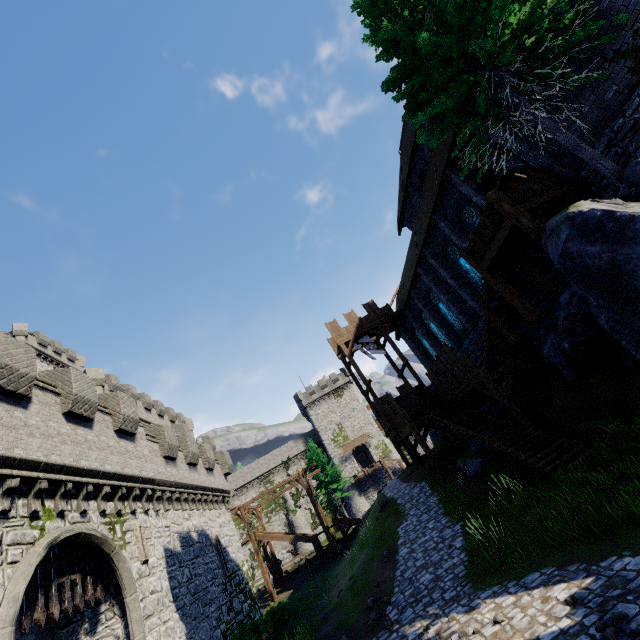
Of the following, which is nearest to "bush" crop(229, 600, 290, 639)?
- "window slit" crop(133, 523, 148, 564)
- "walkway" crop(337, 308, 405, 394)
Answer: "window slit" crop(133, 523, 148, 564)

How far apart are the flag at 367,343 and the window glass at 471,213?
12.59m

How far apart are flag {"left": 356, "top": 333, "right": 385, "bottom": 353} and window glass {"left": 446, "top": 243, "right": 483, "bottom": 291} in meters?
9.8

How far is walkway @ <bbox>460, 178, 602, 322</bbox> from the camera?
10.84m

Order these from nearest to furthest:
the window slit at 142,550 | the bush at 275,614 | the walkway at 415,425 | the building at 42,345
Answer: the window slit at 142,550
the bush at 275,614
the walkway at 415,425
the building at 42,345

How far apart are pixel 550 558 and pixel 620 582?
2.3m

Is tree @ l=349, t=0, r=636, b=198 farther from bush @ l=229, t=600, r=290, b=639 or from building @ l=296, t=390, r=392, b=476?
building @ l=296, t=390, r=392, b=476

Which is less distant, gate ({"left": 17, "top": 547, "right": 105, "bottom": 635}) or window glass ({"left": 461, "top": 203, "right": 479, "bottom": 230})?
gate ({"left": 17, "top": 547, "right": 105, "bottom": 635})
